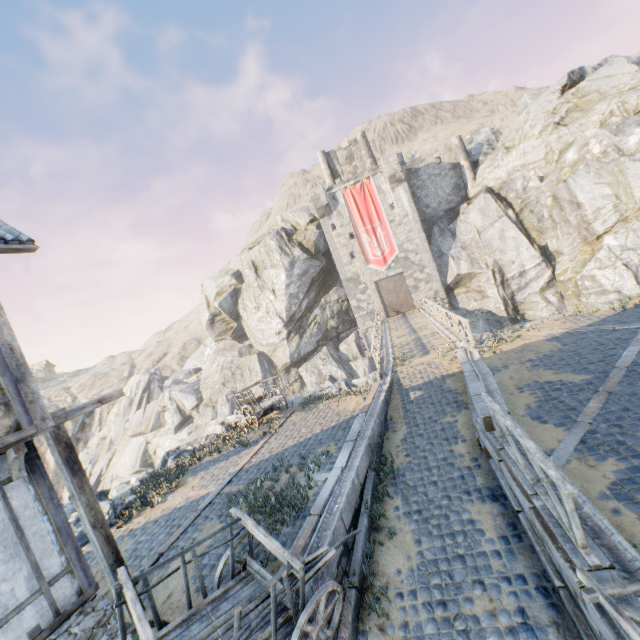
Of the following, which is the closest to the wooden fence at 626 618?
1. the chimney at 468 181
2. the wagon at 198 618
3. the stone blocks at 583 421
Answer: the stone blocks at 583 421

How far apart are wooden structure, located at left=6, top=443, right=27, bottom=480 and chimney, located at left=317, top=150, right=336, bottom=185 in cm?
3587

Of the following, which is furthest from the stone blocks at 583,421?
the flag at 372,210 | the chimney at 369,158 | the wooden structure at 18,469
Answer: the chimney at 369,158

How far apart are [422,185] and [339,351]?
19.3 meters

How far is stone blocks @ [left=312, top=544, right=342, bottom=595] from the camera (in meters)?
5.38

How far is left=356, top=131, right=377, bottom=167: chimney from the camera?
35.1m

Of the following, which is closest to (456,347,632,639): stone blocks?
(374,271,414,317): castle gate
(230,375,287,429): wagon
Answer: (230,375,287,429): wagon

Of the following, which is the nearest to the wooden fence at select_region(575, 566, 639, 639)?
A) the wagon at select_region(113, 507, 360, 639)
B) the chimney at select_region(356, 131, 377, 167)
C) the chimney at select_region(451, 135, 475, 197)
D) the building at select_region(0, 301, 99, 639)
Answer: the wagon at select_region(113, 507, 360, 639)
